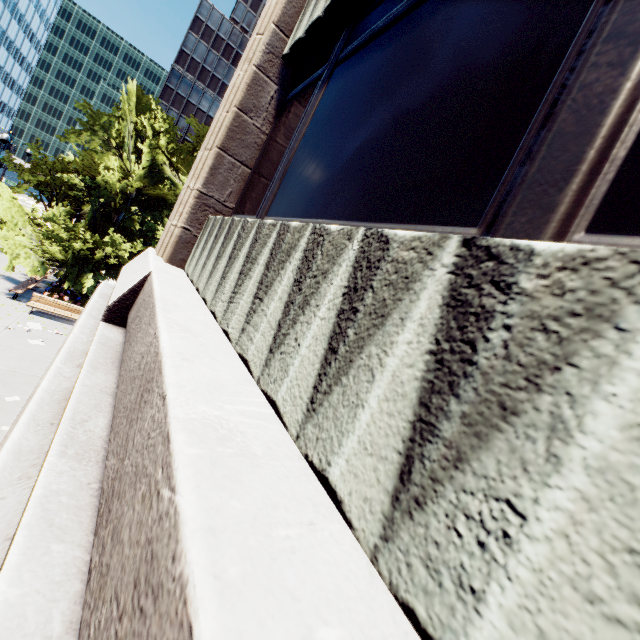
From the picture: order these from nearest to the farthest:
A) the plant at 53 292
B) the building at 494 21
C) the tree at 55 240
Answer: the building at 494 21 < the tree at 55 240 < the plant at 53 292

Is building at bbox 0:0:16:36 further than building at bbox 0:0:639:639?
Yes

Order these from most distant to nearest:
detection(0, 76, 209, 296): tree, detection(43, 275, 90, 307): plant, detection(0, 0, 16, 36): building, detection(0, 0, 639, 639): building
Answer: detection(0, 0, 16, 36): building < detection(43, 275, 90, 307): plant < detection(0, 76, 209, 296): tree < detection(0, 0, 639, 639): building

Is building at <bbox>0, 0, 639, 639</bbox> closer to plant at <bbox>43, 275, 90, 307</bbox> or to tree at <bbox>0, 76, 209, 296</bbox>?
tree at <bbox>0, 76, 209, 296</bbox>

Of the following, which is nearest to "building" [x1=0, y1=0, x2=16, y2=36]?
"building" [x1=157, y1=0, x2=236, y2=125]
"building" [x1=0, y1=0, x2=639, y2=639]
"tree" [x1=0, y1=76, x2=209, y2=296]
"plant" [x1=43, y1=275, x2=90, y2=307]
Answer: "tree" [x1=0, y1=76, x2=209, y2=296]

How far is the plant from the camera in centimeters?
1695cm

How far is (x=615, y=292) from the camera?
0.7 meters

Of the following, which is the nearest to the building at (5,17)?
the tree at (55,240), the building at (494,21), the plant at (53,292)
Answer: the tree at (55,240)
